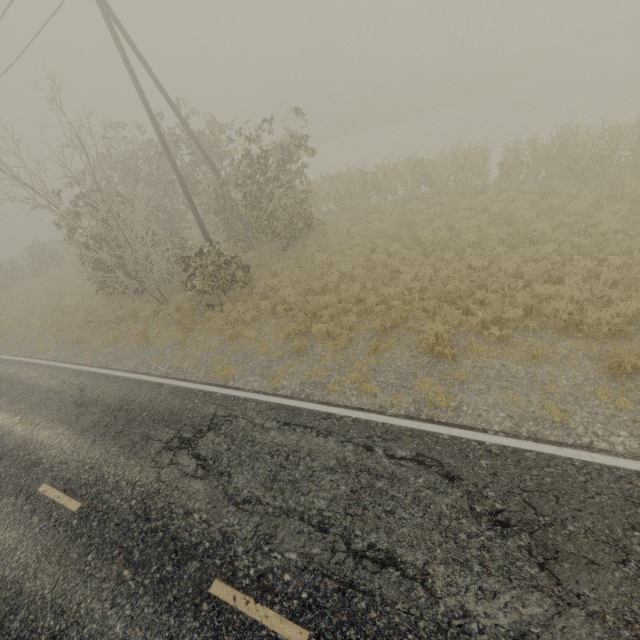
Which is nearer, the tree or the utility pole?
the utility pole

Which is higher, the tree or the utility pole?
the utility pole

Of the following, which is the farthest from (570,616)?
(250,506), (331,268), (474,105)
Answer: (474,105)

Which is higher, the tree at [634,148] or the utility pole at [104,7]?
the utility pole at [104,7]

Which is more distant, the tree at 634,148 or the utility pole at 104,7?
the tree at 634,148
